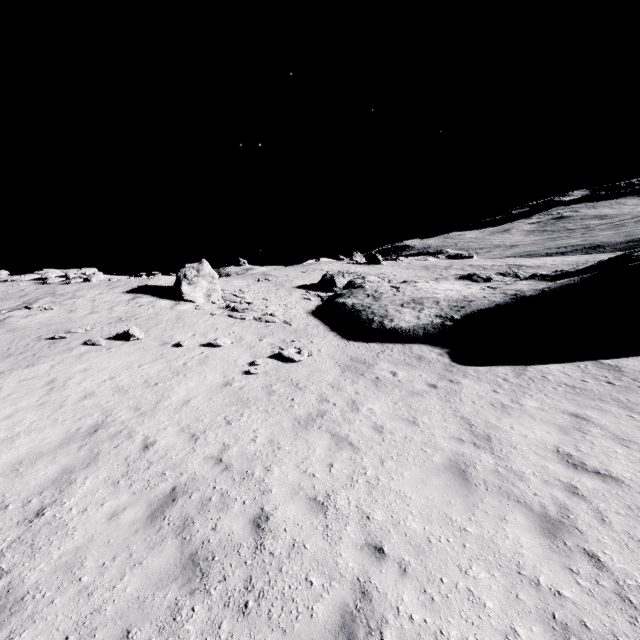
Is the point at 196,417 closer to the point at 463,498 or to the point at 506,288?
the point at 463,498

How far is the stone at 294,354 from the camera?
14.71m

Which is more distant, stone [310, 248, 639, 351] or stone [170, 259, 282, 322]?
stone [170, 259, 282, 322]

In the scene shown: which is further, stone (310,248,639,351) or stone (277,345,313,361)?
stone (310,248,639,351)

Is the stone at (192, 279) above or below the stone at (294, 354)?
above

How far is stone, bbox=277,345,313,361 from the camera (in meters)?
14.71

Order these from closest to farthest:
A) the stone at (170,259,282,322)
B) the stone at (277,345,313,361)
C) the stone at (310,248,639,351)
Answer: the stone at (277,345,313,361)
the stone at (310,248,639,351)
the stone at (170,259,282,322)
